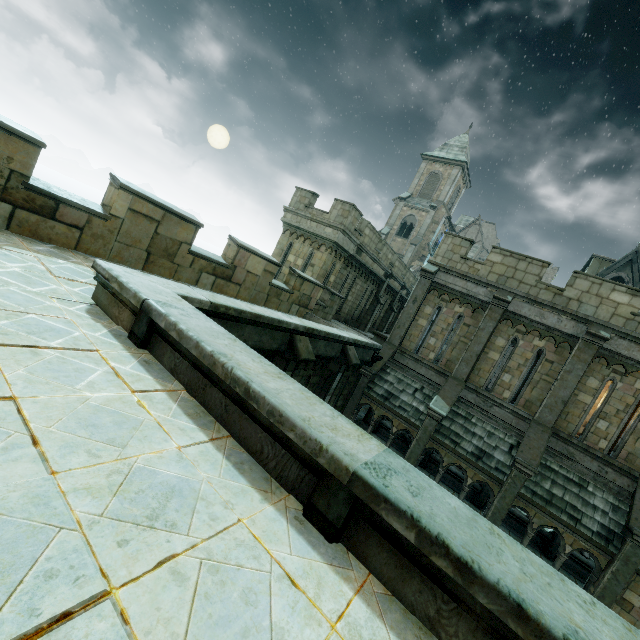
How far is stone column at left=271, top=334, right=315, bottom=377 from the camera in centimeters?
814cm

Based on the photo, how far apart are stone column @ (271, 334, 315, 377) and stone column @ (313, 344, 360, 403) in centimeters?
228cm

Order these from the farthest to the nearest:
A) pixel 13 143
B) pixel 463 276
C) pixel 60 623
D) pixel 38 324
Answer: pixel 463 276, pixel 13 143, pixel 38 324, pixel 60 623

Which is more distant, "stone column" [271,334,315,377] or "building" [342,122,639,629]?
"building" [342,122,639,629]

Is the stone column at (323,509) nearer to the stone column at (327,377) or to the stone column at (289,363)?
the stone column at (289,363)

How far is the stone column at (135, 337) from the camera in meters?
3.9

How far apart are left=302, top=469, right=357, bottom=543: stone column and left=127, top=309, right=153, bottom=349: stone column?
2.7m

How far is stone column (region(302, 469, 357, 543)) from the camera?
2.4m
